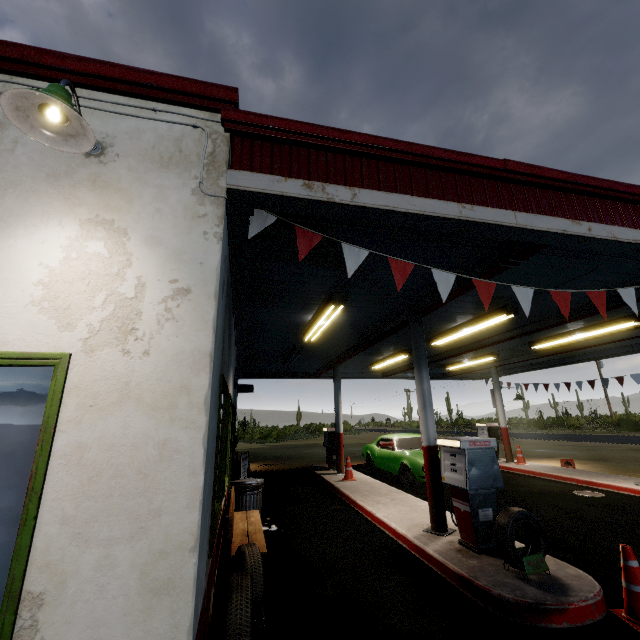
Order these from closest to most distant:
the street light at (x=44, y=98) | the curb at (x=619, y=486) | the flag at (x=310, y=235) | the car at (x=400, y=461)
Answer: the street light at (x=44, y=98), the flag at (x=310, y=235), the curb at (x=619, y=486), the car at (x=400, y=461)

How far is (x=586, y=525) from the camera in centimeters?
621cm

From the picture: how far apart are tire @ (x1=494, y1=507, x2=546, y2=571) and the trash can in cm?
402

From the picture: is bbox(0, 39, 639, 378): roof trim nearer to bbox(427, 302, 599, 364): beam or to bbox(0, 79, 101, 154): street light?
bbox(427, 302, 599, 364): beam

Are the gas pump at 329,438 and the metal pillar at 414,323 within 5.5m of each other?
no

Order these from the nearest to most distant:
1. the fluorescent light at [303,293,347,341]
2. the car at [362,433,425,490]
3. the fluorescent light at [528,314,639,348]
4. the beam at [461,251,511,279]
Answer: the beam at [461,251,511,279] → the fluorescent light at [303,293,347,341] → the fluorescent light at [528,314,639,348] → the car at [362,433,425,490]

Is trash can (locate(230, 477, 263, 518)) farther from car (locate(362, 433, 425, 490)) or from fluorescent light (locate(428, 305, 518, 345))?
fluorescent light (locate(428, 305, 518, 345))

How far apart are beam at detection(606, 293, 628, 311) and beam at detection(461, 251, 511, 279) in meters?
3.4 m
